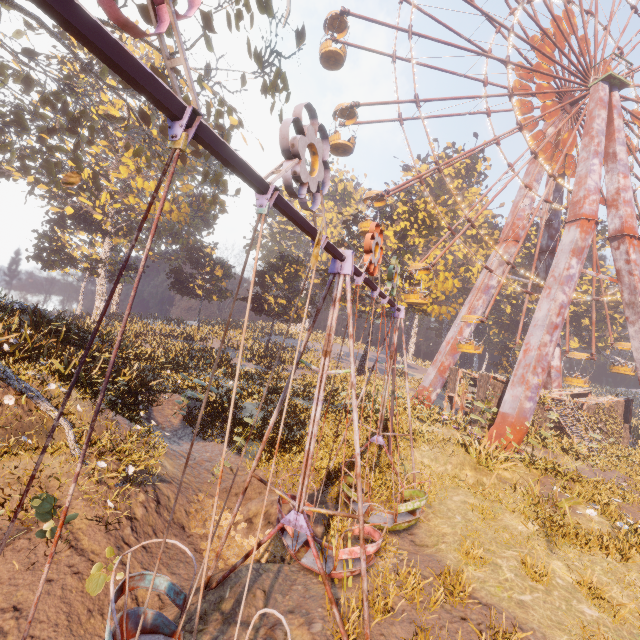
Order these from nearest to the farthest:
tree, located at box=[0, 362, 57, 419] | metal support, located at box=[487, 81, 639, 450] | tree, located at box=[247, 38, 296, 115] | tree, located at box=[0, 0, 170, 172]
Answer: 1. tree, located at box=[0, 362, 57, 419]
2. tree, located at box=[247, 38, 296, 115]
3. tree, located at box=[0, 0, 170, 172]
4. metal support, located at box=[487, 81, 639, 450]

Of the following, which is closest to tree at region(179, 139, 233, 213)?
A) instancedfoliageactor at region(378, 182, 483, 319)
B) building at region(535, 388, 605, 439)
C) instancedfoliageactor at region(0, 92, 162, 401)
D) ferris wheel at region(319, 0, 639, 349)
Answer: instancedfoliageactor at region(0, 92, 162, 401)

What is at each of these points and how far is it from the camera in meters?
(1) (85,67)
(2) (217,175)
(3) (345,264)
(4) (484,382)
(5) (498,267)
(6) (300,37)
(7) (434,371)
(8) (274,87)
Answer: (1) tree, 16.0 m
(2) tree, 20.1 m
(3) swing, 5.5 m
(4) building, 21.4 m
(5) metal support, 26.8 m
(6) tree, 11.9 m
(7) metal support, 26.4 m
(8) tree, 12.5 m

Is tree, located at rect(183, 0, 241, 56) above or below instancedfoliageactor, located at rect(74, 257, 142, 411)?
above

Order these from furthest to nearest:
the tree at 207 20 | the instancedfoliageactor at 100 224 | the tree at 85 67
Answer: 1. the tree at 85 67
2. the tree at 207 20
3. the instancedfoliageactor at 100 224

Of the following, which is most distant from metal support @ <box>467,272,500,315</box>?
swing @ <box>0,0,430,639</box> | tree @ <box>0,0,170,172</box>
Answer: tree @ <box>0,0,170,172</box>

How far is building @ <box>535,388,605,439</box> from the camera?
21.41m

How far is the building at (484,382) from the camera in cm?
2102
